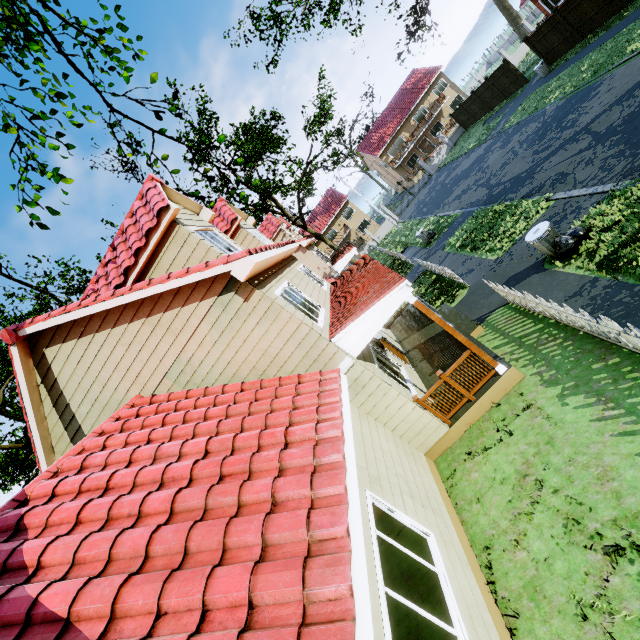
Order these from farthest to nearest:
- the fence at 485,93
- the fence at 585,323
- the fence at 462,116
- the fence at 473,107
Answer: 1. the fence at 462,116
2. the fence at 473,107
3. the fence at 485,93
4. the fence at 585,323

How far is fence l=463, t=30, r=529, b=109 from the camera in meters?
28.1

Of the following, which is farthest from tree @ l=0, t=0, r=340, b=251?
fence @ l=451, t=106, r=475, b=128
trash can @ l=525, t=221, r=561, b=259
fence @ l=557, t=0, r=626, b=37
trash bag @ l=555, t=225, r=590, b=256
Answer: fence @ l=451, t=106, r=475, b=128

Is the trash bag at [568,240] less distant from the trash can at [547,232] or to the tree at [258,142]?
the trash can at [547,232]

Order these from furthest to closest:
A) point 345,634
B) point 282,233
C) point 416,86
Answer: point 416,86 < point 282,233 < point 345,634

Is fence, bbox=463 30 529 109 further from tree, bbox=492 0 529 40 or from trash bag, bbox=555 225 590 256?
trash bag, bbox=555 225 590 256

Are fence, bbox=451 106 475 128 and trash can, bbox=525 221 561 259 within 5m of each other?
no

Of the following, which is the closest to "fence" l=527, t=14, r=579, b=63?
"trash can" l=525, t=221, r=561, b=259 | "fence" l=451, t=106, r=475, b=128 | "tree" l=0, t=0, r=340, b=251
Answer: "fence" l=451, t=106, r=475, b=128
